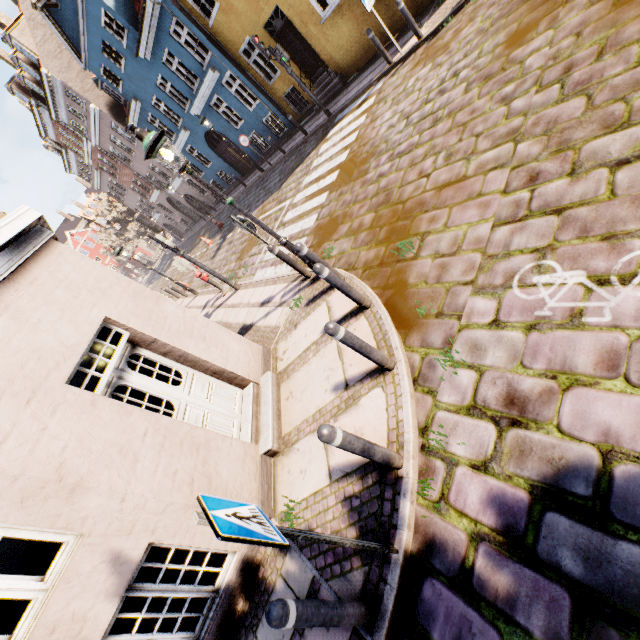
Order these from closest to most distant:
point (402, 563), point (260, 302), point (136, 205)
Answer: point (402, 563) < point (260, 302) < point (136, 205)

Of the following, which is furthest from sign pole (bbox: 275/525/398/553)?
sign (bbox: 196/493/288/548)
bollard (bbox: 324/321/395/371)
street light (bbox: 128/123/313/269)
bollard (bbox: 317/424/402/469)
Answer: street light (bbox: 128/123/313/269)

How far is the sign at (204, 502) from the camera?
1.8m

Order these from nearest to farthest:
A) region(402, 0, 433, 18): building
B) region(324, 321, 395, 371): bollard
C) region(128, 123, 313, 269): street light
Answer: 1. region(324, 321, 395, 371): bollard
2. region(128, 123, 313, 269): street light
3. region(402, 0, 433, 18): building

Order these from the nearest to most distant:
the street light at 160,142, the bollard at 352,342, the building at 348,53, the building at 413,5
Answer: the bollard at 352,342, the street light at 160,142, the building at 413,5, the building at 348,53

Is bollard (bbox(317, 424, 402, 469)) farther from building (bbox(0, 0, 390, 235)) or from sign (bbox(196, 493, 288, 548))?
building (bbox(0, 0, 390, 235))

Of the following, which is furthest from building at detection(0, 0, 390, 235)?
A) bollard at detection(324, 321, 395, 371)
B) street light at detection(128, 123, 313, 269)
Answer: bollard at detection(324, 321, 395, 371)

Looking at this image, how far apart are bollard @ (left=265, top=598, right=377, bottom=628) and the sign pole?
0.5m
